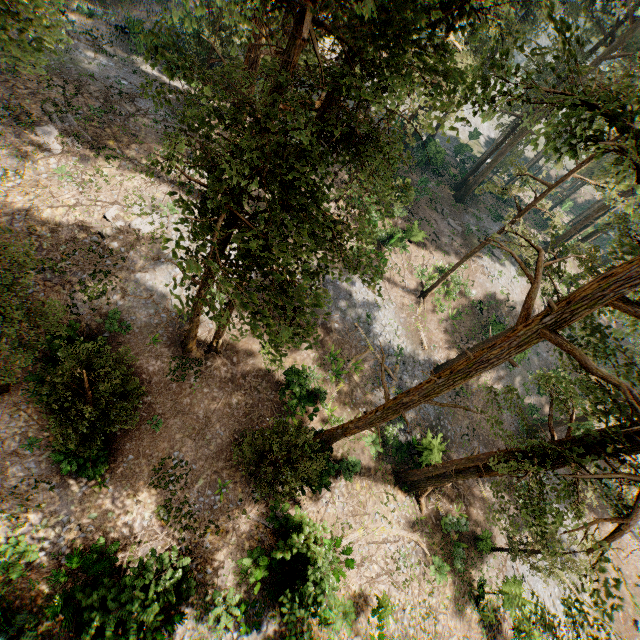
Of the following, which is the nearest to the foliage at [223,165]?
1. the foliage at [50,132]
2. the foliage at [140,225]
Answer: the foliage at [140,225]

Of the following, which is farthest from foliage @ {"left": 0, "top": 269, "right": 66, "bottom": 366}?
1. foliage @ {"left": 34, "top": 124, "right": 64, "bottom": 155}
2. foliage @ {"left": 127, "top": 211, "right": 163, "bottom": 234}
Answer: foliage @ {"left": 34, "top": 124, "right": 64, "bottom": 155}

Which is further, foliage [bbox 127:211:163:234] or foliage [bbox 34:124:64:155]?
foliage [bbox 127:211:163:234]

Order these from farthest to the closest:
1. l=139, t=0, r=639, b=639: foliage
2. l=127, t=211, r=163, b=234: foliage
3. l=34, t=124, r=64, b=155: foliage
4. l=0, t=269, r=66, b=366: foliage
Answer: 1. l=127, t=211, r=163, b=234: foliage
2. l=34, t=124, r=64, b=155: foliage
3. l=0, t=269, r=66, b=366: foliage
4. l=139, t=0, r=639, b=639: foliage

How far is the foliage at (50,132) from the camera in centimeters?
1867cm

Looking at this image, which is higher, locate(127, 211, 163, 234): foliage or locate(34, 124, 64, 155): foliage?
locate(34, 124, 64, 155): foliage

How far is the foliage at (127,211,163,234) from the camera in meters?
19.4 m

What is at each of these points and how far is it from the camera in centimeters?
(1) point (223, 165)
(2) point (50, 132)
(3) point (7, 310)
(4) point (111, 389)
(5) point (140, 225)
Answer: (1) foliage, 592cm
(2) foliage, 1914cm
(3) foliage, 1077cm
(4) foliage, 1170cm
(5) foliage, 1962cm
